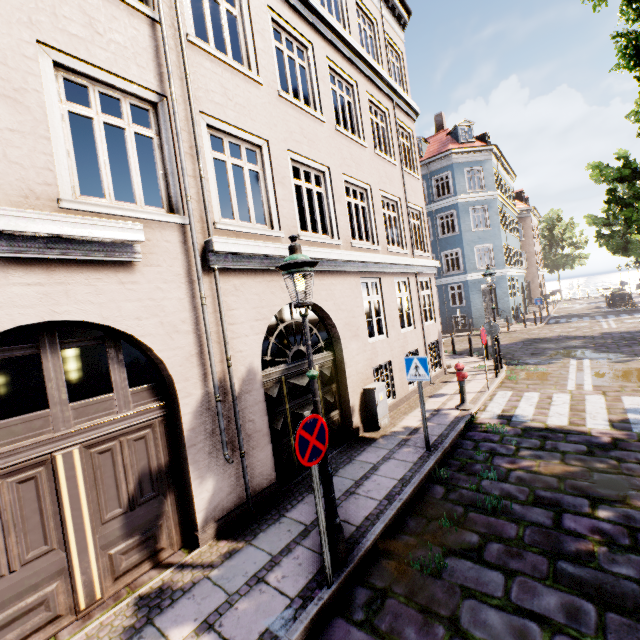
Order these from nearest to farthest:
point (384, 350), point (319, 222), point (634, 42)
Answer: point (634, 42)
point (319, 222)
point (384, 350)

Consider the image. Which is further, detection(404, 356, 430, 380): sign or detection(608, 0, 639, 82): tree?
detection(404, 356, 430, 380): sign

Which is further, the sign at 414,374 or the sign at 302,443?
the sign at 414,374

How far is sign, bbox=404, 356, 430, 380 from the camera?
6.3m

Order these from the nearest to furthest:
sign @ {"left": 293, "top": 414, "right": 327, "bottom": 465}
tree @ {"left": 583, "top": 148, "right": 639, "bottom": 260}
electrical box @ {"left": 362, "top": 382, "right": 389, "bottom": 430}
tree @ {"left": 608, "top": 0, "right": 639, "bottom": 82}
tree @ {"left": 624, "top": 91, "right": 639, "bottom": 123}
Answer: sign @ {"left": 293, "top": 414, "right": 327, "bottom": 465}, tree @ {"left": 608, "top": 0, "right": 639, "bottom": 82}, tree @ {"left": 624, "top": 91, "right": 639, "bottom": 123}, electrical box @ {"left": 362, "top": 382, "right": 389, "bottom": 430}, tree @ {"left": 583, "top": 148, "right": 639, "bottom": 260}

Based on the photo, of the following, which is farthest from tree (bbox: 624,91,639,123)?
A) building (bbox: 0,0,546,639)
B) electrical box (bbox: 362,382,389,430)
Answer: electrical box (bbox: 362,382,389,430)

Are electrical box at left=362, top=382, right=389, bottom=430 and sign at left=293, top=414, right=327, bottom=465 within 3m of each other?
no

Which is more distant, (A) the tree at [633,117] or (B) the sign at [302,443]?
(A) the tree at [633,117]
